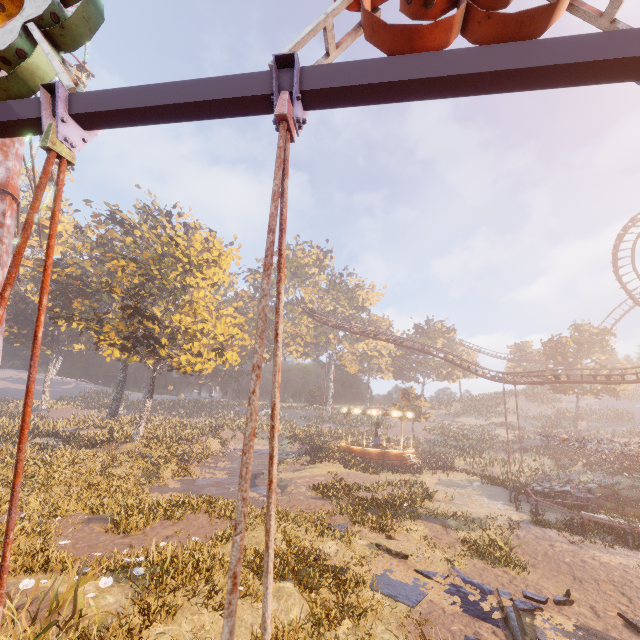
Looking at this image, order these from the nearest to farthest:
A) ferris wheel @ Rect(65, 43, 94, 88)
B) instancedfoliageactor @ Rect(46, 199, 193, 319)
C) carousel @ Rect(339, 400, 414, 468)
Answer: carousel @ Rect(339, 400, 414, 468) < ferris wheel @ Rect(65, 43, 94, 88) < instancedfoliageactor @ Rect(46, 199, 193, 319)

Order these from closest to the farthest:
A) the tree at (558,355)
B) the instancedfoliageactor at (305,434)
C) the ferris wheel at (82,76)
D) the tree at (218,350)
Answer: the tree at (218,350) → the instancedfoliageactor at (305,434) → the ferris wheel at (82,76) → the tree at (558,355)

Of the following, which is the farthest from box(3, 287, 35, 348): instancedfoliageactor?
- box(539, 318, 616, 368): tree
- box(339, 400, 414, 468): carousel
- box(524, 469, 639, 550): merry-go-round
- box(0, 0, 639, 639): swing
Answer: box(0, 0, 639, 639): swing

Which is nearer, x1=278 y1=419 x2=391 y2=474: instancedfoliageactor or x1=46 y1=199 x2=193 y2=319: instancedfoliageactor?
x1=278 y1=419 x2=391 y2=474: instancedfoliageactor

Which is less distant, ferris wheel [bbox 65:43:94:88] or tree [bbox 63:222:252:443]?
tree [bbox 63:222:252:443]

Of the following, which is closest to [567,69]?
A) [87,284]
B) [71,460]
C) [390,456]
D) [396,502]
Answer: [396,502]

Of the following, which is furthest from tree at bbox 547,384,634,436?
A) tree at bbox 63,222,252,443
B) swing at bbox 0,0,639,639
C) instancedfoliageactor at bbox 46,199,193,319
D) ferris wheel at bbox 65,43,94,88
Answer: ferris wheel at bbox 65,43,94,88

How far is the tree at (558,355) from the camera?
42.7 meters
